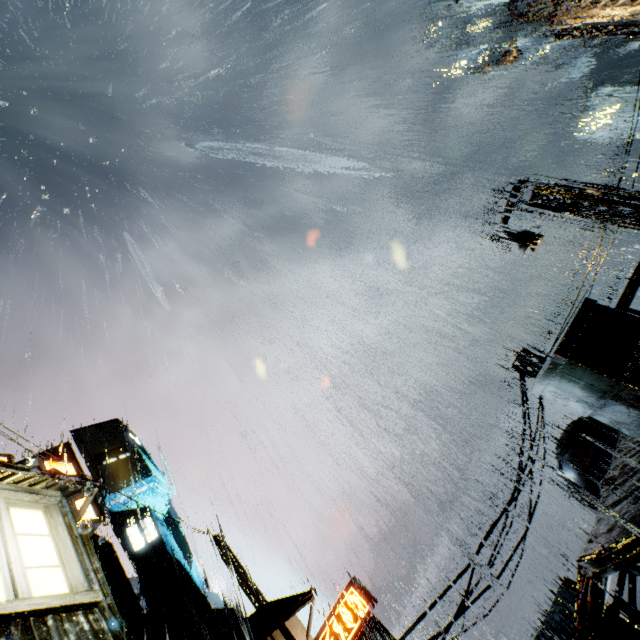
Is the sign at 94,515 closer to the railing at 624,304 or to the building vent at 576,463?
the railing at 624,304

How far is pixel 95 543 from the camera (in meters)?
47.56

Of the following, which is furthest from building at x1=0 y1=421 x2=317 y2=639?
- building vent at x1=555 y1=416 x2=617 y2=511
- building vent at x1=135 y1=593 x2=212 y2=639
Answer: building vent at x1=135 y1=593 x2=212 y2=639

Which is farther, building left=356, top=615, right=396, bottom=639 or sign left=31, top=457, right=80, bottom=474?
building left=356, top=615, right=396, bottom=639

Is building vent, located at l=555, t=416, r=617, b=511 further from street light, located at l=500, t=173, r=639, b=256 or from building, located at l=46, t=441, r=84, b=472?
street light, located at l=500, t=173, r=639, b=256

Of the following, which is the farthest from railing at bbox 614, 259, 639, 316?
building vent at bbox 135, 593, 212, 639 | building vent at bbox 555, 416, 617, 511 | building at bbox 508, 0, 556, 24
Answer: building vent at bbox 135, 593, 212, 639

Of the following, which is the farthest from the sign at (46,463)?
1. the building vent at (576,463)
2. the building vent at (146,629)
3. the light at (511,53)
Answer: the building vent at (146,629)

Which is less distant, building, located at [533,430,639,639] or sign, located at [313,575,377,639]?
building, located at [533,430,639,639]
